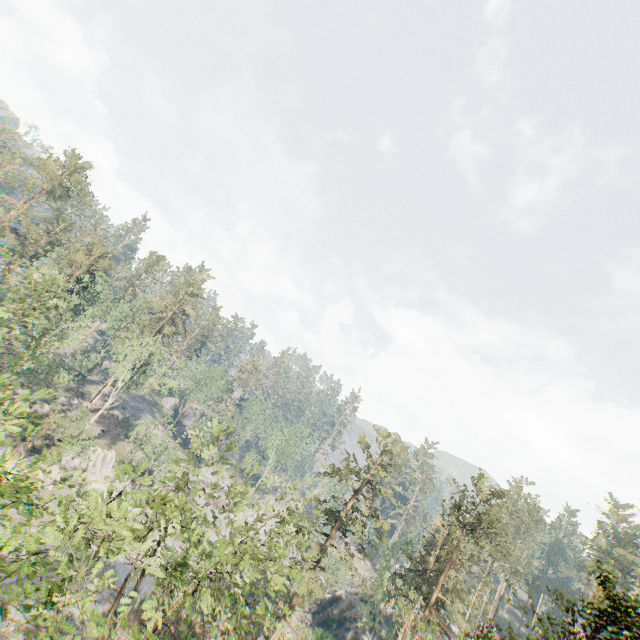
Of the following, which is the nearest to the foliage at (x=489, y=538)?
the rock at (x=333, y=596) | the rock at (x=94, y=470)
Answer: the rock at (x=94, y=470)

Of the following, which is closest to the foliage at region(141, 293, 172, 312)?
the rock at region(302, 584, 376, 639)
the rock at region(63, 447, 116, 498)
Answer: the rock at region(63, 447, 116, 498)

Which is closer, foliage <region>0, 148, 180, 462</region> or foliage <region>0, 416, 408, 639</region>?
foliage <region>0, 416, 408, 639</region>

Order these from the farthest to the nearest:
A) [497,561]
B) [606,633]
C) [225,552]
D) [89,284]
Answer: [606,633]
[89,284]
[497,561]
[225,552]

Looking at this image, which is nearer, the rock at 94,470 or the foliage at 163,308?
the rock at 94,470

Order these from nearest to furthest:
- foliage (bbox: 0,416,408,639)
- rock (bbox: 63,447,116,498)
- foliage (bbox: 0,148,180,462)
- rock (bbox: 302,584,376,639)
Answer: foliage (bbox: 0,416,408,639) → foliage (bbox: 0,148,180,462) → rock (bbox: 63,447,116,498) → rock (bbox: 302,584,376,639)

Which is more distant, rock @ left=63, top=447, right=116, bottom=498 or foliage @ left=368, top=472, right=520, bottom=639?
rock @ left=63, top=447, right=116, bottom=498
